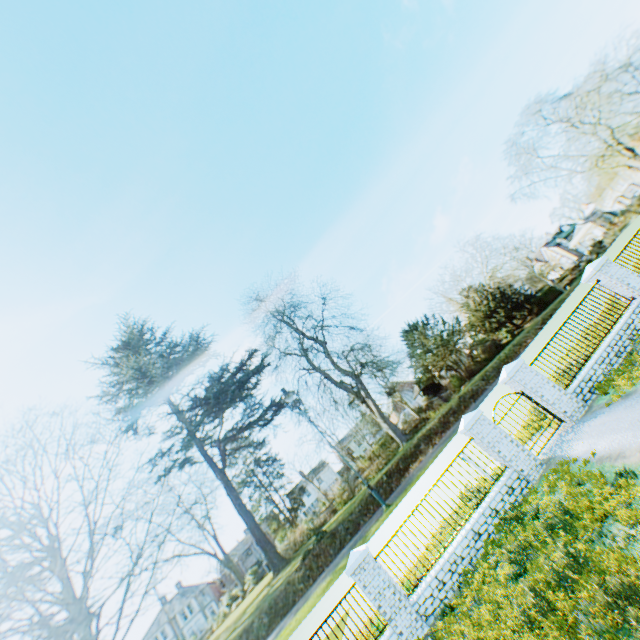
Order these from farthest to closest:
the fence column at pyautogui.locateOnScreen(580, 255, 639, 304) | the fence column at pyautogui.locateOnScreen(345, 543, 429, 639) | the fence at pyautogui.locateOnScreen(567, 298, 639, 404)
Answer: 1. the fence column at pyautogui.locateOnScreen(580, 255, 639, 304)
2. the fence at pyautogui.locateOnScreen(567, 298, 639, 404)
3. the fence column at pyautogui.locateOnScreen(345, 543, 429, 639)

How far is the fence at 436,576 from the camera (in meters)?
8.83

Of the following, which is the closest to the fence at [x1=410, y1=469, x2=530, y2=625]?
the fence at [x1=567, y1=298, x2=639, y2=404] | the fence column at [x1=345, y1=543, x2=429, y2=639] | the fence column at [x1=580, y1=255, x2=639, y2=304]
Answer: the fence column at [x1=345, y1=543, x2=429, y2=639]

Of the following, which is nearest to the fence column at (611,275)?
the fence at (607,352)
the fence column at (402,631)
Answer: the fence at (607,352)

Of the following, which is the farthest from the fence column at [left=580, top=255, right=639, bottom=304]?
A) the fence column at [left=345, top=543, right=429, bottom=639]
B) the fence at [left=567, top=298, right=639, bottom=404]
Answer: the fence column at [left=345, top=543, right=429, bottom=639]

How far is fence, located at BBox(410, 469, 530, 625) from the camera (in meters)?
8.83

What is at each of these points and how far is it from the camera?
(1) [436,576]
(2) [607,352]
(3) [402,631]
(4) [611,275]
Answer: (1) fence, 9.03m
(2) fence, 10.85m
(3) fence column, 8.58m
(4) fence column, 11.95m

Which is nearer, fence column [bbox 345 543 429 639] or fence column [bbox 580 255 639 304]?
fence column [bbox 345 543 429 639]
